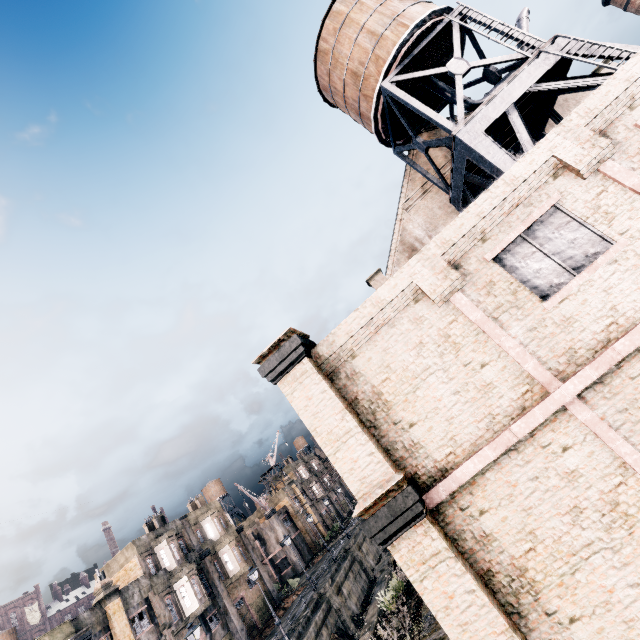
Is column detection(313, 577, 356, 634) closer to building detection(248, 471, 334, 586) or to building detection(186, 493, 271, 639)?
building detection(186, 493, 271, 639)

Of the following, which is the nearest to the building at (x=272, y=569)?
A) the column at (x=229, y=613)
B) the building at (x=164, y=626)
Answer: the column at (x=229, y=613)

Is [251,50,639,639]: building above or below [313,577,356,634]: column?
above

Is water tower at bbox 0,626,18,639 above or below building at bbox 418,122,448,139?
below

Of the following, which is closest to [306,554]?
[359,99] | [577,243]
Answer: [577,243]

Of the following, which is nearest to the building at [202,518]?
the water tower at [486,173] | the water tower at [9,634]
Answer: the water tower at [9,634]

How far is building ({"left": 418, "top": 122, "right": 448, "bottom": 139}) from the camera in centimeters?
2370cm
